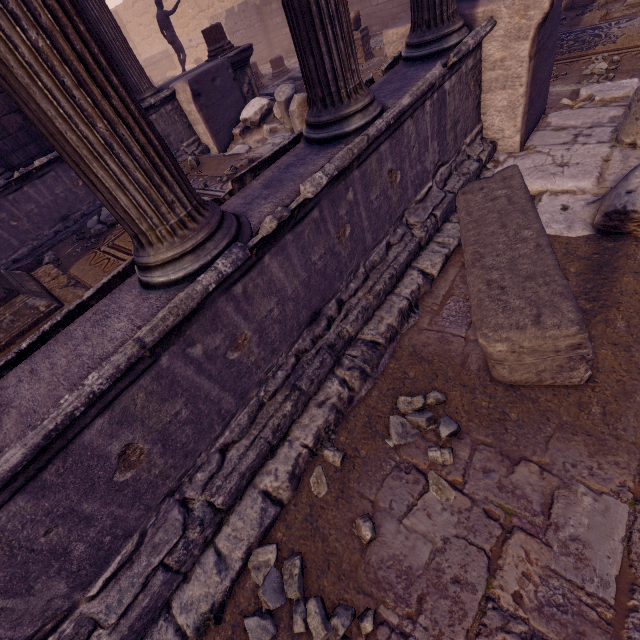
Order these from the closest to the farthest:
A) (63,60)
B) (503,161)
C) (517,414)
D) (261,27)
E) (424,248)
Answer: (63,60) → (517,414) → (424,248) → (503,161) → (261,27)

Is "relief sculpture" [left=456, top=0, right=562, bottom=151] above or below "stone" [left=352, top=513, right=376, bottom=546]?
above

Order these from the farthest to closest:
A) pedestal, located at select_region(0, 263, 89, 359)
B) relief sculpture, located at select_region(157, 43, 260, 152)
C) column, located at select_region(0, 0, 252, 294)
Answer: relief sculpture, located at select_region(157, 43, 260, 152) → pedestal, located at select_region(0, 263, 89, 359) → column, located at select_region(0, 0, 252, 294)

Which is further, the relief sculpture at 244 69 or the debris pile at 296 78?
the debris pile at 296 78

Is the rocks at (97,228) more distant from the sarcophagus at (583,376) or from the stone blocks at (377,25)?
the stone blocks at (377,25)

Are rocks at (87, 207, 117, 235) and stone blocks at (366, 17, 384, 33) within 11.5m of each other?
no

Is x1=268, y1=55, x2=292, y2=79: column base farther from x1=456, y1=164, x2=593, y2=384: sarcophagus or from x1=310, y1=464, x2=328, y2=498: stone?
x1=310, y1=464, x2=328, y2=498: stone

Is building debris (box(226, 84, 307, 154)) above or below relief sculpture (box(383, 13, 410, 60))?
below
